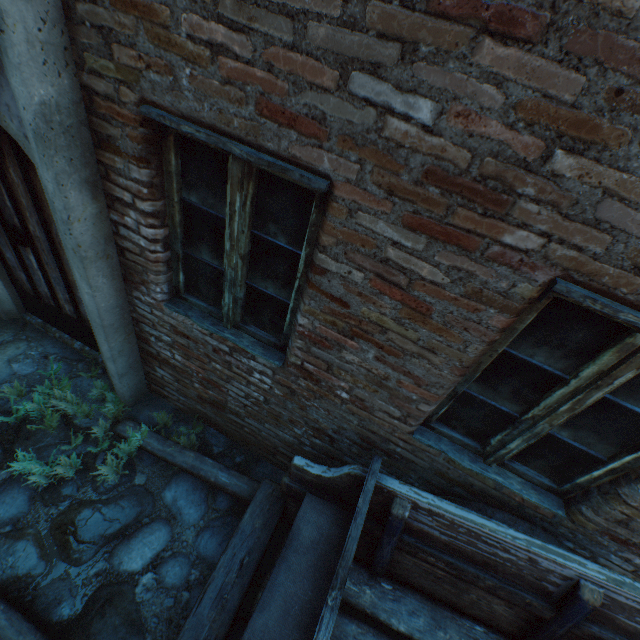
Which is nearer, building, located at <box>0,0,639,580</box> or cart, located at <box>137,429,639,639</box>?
building, located at <box>0,0,639,580</box>

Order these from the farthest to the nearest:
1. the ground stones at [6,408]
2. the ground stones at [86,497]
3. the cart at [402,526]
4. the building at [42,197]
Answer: the ground stones at [6,408]
the ground stones at [86,497]
the cart at [402,526]
the building at [42,197]

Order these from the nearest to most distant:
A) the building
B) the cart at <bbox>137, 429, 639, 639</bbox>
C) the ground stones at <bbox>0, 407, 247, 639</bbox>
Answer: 1. the building
2. the cart at <bbox>137, 429, 639, 639</bbox>
3. the ground stones at <bbox>0, 407, 247, 639</bbox>

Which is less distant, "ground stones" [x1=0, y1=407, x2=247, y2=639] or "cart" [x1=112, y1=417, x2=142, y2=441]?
"ground stones" [x1=0, y1=407, x2=247, y2=639]

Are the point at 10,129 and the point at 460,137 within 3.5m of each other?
yes

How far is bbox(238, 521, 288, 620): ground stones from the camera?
2.4 meters

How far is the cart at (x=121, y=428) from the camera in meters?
3.0 m

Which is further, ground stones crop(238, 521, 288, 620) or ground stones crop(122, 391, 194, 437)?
ground stones crop(122, 391, 194, 437)
